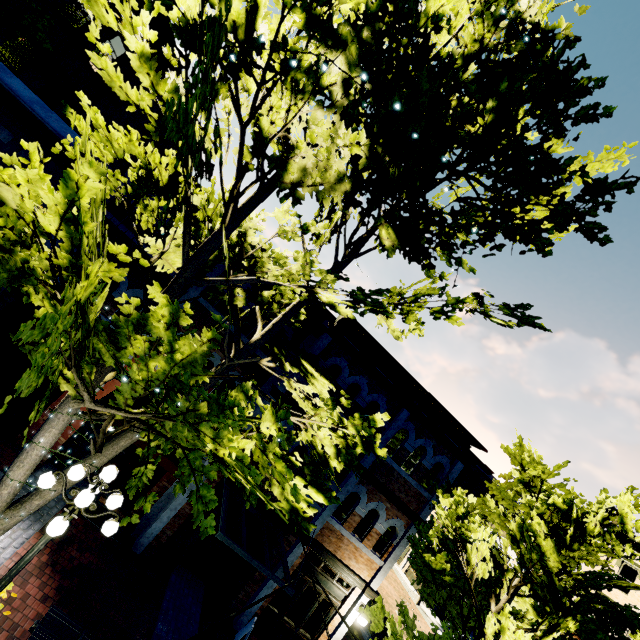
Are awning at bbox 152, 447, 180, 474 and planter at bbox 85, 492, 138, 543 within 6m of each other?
yes

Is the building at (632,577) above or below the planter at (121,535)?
above

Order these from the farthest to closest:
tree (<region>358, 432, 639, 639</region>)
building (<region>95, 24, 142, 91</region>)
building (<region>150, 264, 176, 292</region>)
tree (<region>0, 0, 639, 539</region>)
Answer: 1. building (<region>95, 24, 142, 91</region>)
2. building (<region>150, 264, 176, 292</region>)
3. tree (<region>358, 432, 639, 639</region>)
4. tree (<region>0, 0, 639, 539</region>)

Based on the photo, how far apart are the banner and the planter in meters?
7.4

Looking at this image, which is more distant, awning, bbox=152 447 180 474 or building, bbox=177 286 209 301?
building, bbox=177 286 209 301

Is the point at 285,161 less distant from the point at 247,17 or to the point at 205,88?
the point at 247,17

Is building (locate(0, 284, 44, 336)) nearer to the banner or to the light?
the light

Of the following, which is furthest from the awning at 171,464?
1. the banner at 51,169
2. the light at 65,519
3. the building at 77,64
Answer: the building at 77,64
